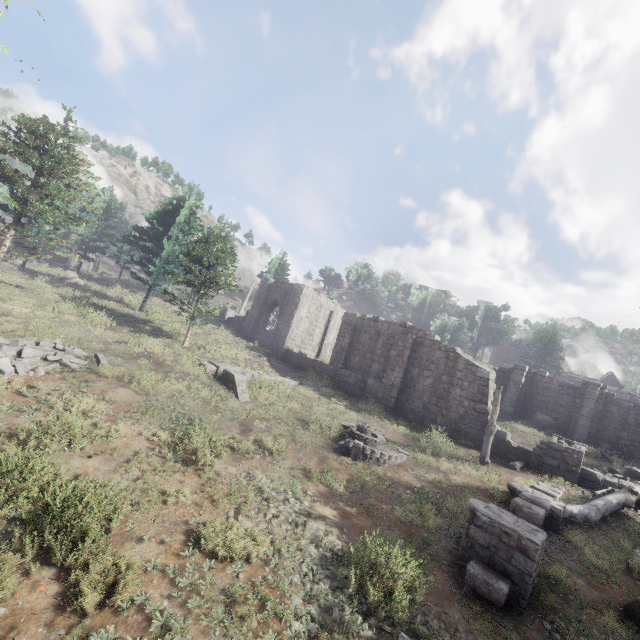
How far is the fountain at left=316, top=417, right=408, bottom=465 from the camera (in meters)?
12.63

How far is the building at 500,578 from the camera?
6.8m

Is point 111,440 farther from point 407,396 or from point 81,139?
point 81,139

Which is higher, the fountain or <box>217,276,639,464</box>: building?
<box>217,276,639,464</box>: building

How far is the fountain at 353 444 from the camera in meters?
12.6 m

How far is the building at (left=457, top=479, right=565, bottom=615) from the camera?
6.8m

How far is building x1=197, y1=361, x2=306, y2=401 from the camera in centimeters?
1600cm

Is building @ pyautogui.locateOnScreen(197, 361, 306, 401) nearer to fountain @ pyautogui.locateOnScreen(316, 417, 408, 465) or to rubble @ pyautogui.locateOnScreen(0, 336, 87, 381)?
fountain @ pyautogui.locateOnScreen(316, 417, 408, 465)
